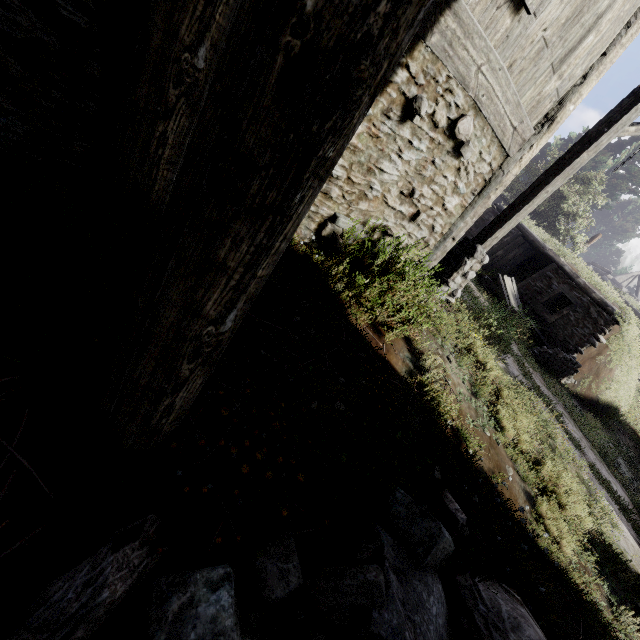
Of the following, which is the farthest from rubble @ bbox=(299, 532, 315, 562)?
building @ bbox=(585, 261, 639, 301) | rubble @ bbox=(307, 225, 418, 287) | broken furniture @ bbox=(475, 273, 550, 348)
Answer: building @ bbox=(585, 261, 639, 301)

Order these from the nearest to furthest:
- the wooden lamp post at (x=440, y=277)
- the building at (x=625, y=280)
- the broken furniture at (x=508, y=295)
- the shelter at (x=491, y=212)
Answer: the wooden lamp post at (x=440, y=277) → the broken furniture at (x=508, y=295) → the shelter at (x=491, y=212) → the building at (x=625, y=280)

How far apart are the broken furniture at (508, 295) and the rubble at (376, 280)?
8.9 meters

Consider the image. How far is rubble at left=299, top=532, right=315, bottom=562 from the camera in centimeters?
190cm

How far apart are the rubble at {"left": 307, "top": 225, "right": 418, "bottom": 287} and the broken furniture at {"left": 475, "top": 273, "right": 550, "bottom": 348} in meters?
8.9

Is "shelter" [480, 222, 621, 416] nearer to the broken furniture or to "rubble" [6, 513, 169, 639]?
the broken furniture

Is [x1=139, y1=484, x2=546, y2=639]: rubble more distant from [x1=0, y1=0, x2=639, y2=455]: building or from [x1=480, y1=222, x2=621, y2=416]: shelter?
[x1=480, y1=222, x2=621, y2=416]: shelter

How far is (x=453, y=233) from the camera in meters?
5.6 m
